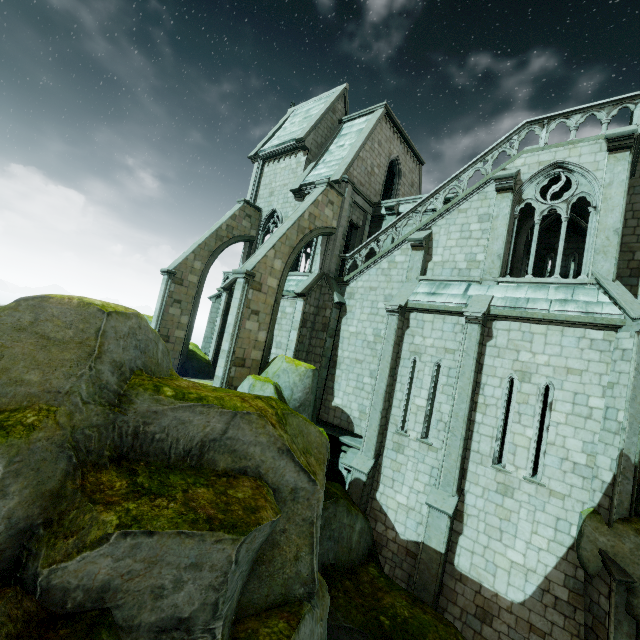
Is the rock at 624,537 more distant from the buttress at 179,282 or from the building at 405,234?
the buttress at 179,282

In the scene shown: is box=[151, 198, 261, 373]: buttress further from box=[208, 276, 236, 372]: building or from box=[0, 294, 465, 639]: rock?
box=[0, 294, 465, 639]: rock

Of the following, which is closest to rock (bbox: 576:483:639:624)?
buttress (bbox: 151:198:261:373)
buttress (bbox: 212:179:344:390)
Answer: buttress (bbox: 212:179:344:390)

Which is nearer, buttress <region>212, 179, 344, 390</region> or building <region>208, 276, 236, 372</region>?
buttress <region>212, 179, 344, 390</region>

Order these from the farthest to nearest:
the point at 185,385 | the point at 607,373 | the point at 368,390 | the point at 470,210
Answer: the point at 368,390
the point at 470,210
the point at 607,373
the point at 185,385

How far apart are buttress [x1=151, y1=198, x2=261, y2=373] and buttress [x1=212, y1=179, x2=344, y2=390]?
5.90m

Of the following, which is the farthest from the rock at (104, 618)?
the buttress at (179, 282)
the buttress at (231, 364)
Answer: the buttress at (179, 282)

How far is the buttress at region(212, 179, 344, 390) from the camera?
13.1 meters
